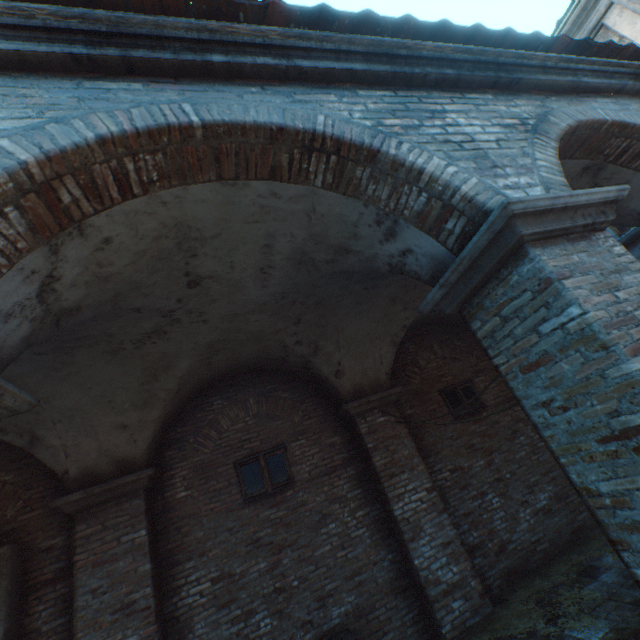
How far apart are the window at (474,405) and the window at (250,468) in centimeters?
397cm

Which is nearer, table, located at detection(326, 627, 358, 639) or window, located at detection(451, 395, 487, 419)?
table, located at detection(326, 627, 358, 639)

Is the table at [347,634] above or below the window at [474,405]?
below

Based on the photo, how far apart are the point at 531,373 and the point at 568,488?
6.79m

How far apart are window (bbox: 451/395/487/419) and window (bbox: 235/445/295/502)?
4.0m

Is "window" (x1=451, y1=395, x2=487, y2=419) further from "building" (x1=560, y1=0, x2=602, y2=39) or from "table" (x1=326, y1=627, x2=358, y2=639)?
"table" (x1=326, y1=627, x2=358, y2=639)

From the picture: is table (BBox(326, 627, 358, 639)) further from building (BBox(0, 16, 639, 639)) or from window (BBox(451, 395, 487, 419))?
building (BBox(0, 16, 639, 639))
